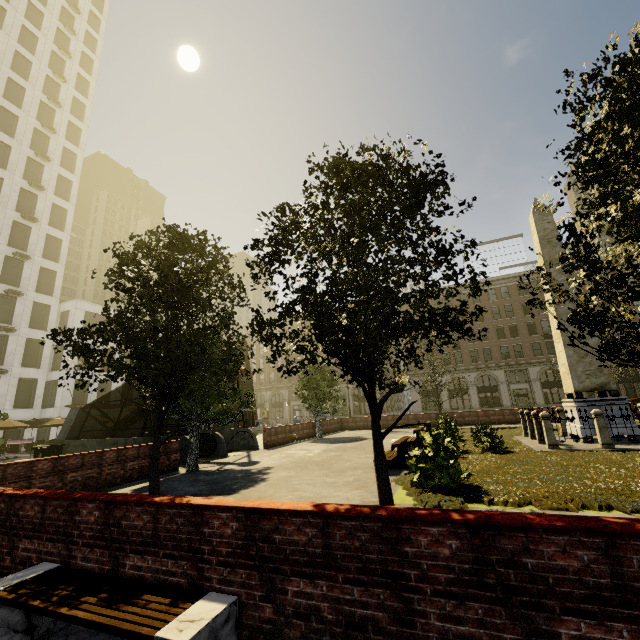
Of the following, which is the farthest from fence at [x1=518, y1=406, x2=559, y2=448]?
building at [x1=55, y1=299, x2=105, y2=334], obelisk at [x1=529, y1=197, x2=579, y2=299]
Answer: building at [x1=55, y1=299, x2=105, y2=334]

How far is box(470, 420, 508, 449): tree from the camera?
12.5 meters

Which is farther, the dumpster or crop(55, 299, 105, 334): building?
crop(55, 299, 105, 334): building

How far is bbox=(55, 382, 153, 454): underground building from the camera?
17.3 meters

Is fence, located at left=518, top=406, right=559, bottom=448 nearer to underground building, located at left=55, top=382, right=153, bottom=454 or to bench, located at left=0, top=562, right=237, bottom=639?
bench, located at left=0, top=562, right=237, bottom=639

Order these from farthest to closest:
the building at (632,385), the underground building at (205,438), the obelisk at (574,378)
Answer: the building at (632,385)
the underground building at (205,438)
the obelisk at (574,378)

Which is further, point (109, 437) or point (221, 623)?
point (109, 437)

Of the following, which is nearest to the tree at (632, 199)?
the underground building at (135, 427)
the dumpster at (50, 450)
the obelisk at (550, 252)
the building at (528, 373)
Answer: the underground building at (135, 427)
